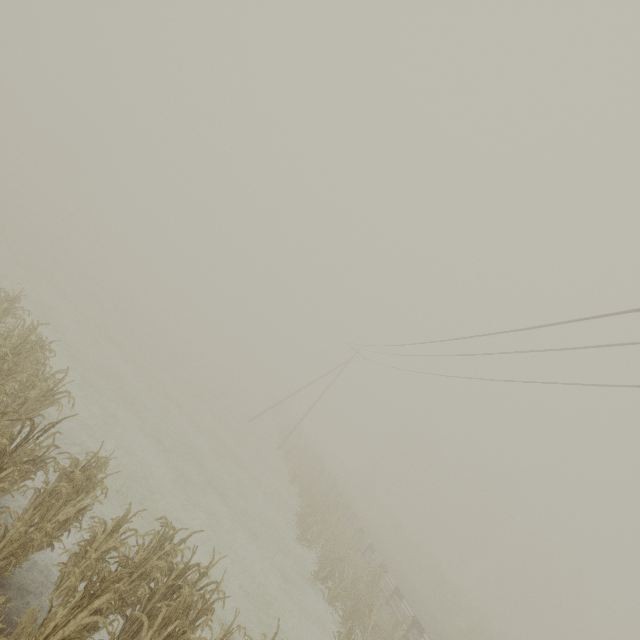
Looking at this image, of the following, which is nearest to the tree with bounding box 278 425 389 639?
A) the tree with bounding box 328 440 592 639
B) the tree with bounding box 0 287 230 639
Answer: the tree with bounding box 0 287 230 639

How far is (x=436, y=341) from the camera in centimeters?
1380cm

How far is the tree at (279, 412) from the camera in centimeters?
3603cm

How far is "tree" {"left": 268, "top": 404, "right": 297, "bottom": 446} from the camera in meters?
36.0 m

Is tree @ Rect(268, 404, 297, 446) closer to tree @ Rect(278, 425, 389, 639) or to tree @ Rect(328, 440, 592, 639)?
tree @ Rect(278, 425, 389, 639)

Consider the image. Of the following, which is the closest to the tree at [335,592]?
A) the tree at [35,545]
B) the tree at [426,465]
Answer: the tree at [35,545]

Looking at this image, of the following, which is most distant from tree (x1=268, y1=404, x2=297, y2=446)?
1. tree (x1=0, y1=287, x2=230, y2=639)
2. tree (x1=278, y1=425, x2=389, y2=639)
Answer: tree (x1=0, y1=287, x2=230, y2=639)
